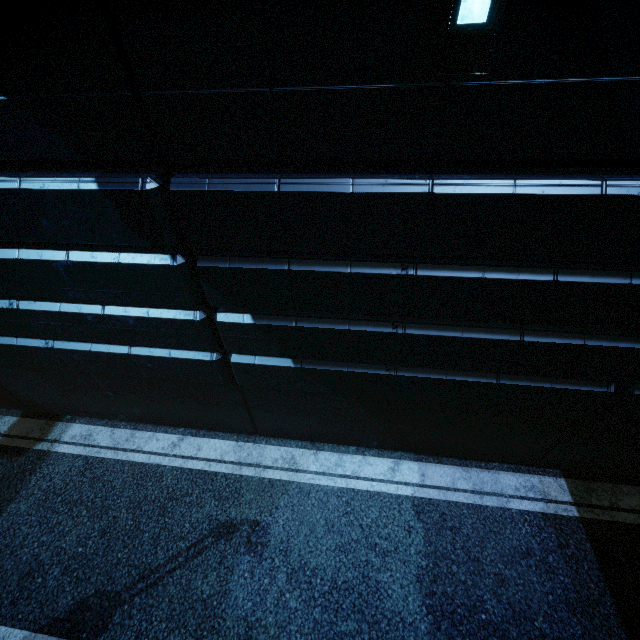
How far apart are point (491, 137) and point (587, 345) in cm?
295
